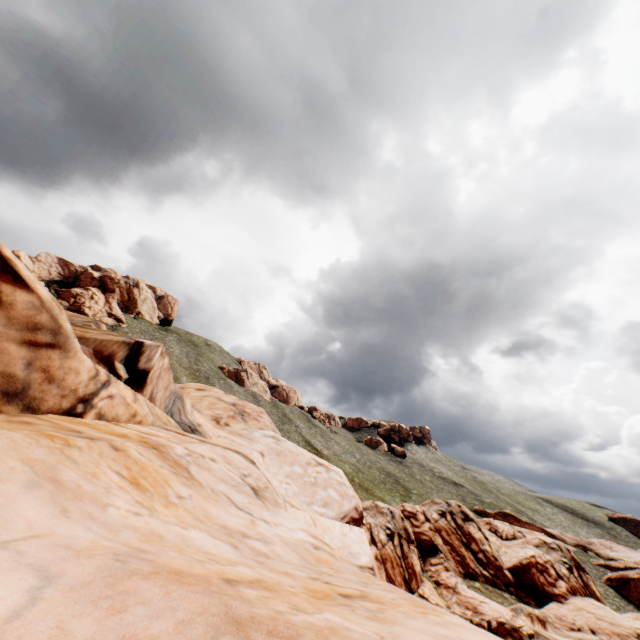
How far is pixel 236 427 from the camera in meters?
22.4

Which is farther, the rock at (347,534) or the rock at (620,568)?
the rock at (620,568)

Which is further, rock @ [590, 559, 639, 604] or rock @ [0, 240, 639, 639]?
rock @ [590, 559, 639, 604]
